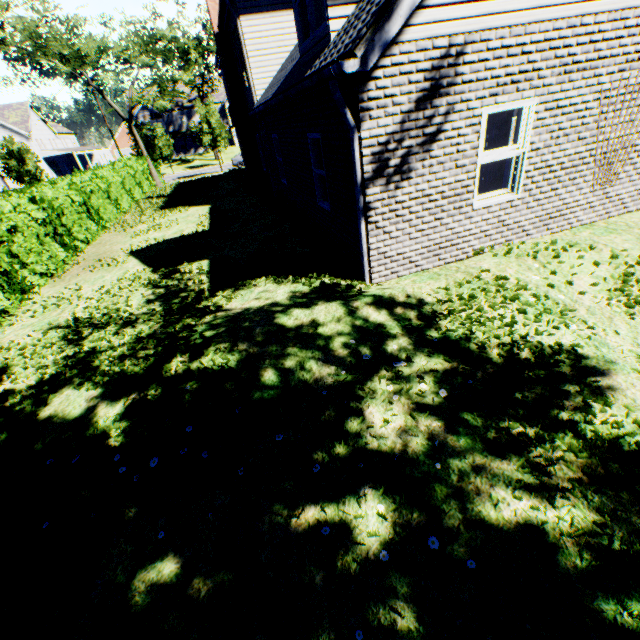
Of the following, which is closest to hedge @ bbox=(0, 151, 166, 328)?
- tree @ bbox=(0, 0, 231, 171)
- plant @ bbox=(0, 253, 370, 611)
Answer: tree @ bbox=(0, 0, 231, 171)

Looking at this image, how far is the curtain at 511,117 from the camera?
5.6m

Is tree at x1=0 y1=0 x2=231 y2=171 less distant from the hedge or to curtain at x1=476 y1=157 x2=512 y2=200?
the hedge

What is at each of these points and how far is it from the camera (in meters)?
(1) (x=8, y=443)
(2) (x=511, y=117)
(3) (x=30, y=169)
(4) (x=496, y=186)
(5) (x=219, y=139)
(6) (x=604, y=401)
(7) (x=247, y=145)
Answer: (1) plant, 3.92
(2) curtain, 5.64
(3) tree, 32.44
(4) curtain, 6.35
(5) tree, 35.53
(6) plant, 3.30
(7) chimney, 16.62

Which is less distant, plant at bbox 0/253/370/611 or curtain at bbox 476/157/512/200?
plant at bbox 0/253/370/611

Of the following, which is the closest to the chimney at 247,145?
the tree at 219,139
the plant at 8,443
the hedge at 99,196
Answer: the hedge at 99,196

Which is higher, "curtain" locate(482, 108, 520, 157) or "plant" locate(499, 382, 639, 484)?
"curtain" locate(482, 108, 520, 157)

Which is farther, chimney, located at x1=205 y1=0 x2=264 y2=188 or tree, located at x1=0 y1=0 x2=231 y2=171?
tree, located at x1=0 y1=0 x2=231 y2=171
